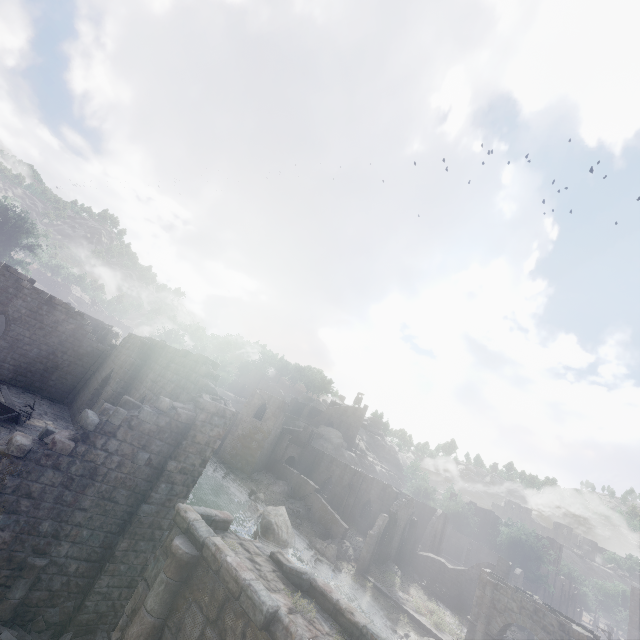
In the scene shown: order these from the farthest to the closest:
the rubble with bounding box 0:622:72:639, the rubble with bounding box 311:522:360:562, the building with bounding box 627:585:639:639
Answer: the building with bounding box 627:585:639:639, the rubble with bounding box 311:522:360:562, the rubble with bounding box 0:622:72:639

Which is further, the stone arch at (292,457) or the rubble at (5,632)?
the stone arch at (292,457)

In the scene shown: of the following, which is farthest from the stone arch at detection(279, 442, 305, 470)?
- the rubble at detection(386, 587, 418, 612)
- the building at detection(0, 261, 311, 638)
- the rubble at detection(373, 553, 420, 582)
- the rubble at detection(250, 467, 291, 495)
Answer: the rubble at detection(386, 587, 418, 612)

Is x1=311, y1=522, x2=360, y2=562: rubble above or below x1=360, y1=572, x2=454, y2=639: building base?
above

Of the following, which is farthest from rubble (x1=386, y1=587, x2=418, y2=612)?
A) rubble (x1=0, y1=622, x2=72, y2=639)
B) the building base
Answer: rubble (x1=0, y1=622, x2=72, y2=639)

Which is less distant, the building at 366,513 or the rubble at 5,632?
the rubble at 5,632

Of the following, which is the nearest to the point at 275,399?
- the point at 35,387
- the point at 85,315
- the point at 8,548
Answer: the point at 85,315

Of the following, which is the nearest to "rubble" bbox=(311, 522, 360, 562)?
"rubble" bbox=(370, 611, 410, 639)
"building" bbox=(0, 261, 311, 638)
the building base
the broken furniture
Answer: "building" bbox=(0, 261, 311, 638)
